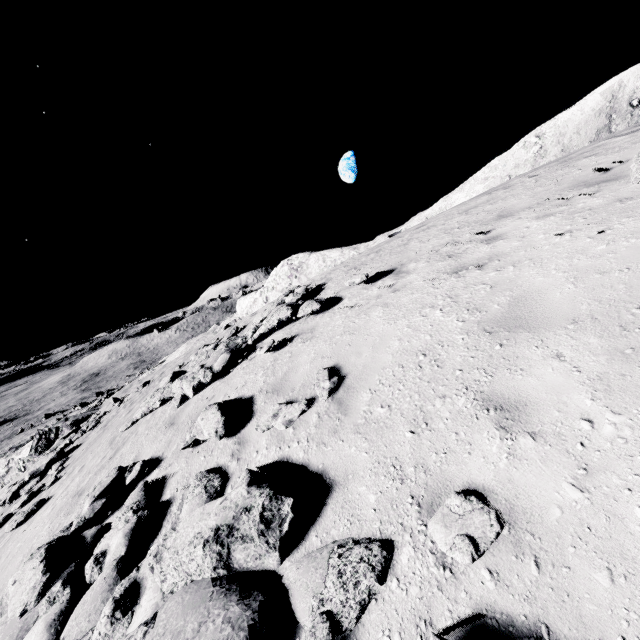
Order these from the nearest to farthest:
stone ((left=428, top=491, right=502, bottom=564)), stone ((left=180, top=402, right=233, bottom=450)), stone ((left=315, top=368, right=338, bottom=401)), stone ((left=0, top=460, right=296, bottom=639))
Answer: stone ((left=428, top=491, right=502, bottom=564)) < stone ((left=0, top=460, right=296, bottom=639)) < stone ((left=315, top=368, right=338, bottom=401)) < stone ((left=180, top=402, right=233, bottom=450))

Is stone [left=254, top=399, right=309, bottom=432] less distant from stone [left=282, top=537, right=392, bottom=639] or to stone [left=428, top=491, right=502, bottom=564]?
stone [left=282, top=537, right=392, bottom=639]

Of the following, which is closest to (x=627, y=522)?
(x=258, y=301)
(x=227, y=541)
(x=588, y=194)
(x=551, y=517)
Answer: (x=551, y=517)

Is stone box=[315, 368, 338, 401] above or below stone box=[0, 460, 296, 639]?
above

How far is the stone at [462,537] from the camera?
2.4 meters

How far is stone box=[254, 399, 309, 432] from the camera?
5.0 meters

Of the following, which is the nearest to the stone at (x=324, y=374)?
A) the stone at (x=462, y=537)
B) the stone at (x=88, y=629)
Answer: the stone at (x=88, y=629)

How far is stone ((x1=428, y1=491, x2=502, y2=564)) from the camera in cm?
242
